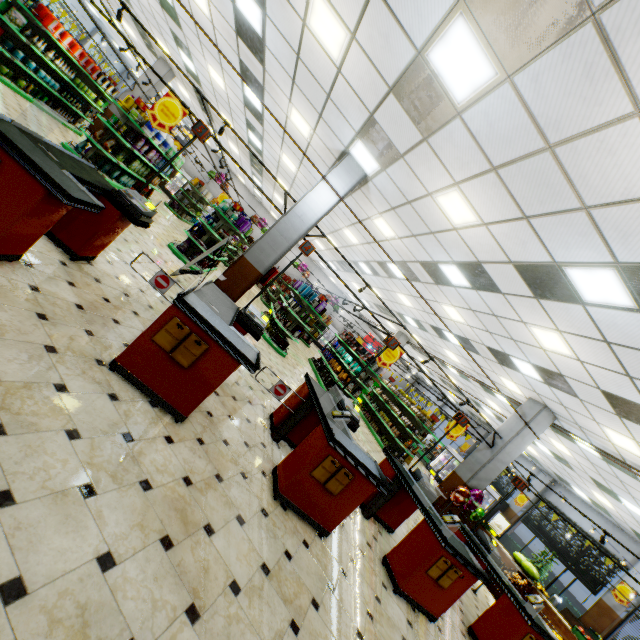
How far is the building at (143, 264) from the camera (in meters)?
6.03

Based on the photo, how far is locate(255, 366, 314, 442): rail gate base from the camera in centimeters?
484cm

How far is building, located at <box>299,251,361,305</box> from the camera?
24.8m

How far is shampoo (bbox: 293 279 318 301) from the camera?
11.40m

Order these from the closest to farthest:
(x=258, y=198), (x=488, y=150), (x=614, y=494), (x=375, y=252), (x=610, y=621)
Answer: (x=488, y=150), (x=614, y=494), (x=375, y=252), (x=610, y=621), (x=258, y=198)

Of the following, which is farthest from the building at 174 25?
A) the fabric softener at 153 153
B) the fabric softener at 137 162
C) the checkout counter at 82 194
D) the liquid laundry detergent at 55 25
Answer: the liquid laundry detergent at 55 25

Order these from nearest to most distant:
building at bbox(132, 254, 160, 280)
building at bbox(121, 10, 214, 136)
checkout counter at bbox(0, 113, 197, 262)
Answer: checkout counter at bbox(0, 113, 197, 262) → building at bbox(132, 254, 160, 280) → building at bbox(121, 10, 214, 136)
